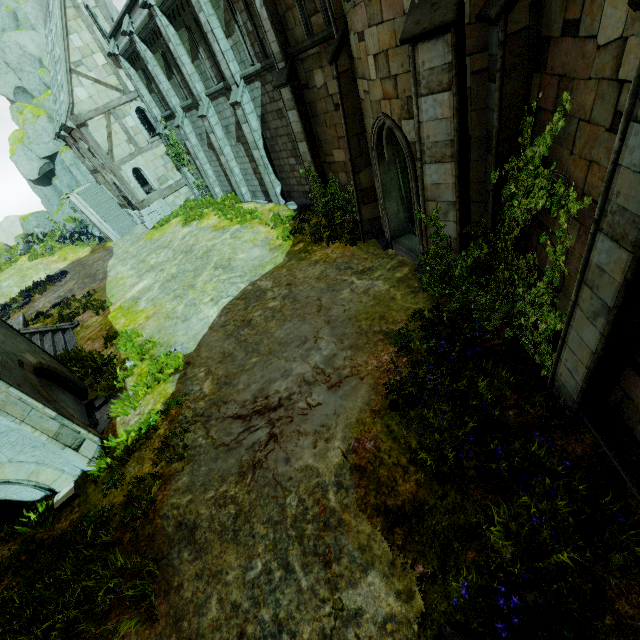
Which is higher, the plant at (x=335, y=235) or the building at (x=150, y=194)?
the building at (x=150, y=194)

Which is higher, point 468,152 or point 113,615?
point 468,152

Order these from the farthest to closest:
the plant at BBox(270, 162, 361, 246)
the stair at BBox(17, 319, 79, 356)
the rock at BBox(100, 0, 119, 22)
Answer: the rock at BBox(100, 0, 119, 22) → the stair at BBox(17, 319, 79, 356) → the plant at BBox(270, 162, 361, 246)

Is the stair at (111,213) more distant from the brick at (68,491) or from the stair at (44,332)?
the brick at (68,491)

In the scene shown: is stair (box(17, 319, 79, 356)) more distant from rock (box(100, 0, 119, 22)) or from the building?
rock (box(100, 0, 119, 22))

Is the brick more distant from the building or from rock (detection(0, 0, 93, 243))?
rock (detection(0, 0, 93, 243))

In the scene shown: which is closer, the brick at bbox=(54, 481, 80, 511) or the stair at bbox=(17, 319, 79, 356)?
the brick at bbox=(54, 481, 80, 511)

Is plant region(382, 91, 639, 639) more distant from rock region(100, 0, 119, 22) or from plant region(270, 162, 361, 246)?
rock region(100, 0, 119, 22)
